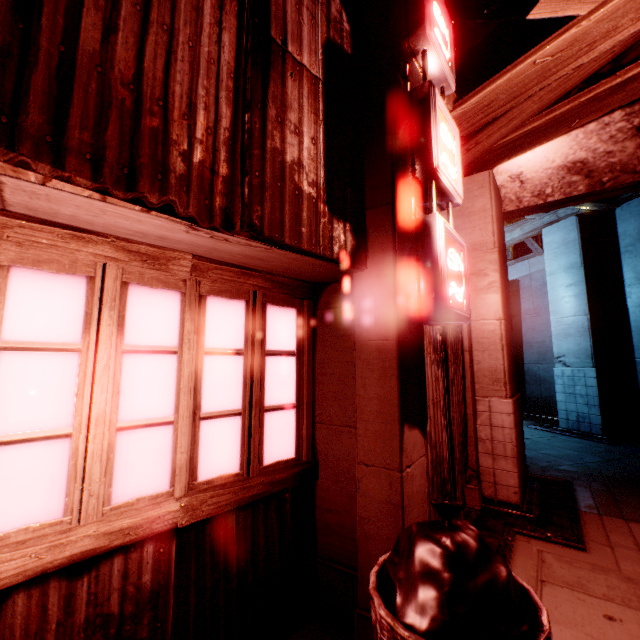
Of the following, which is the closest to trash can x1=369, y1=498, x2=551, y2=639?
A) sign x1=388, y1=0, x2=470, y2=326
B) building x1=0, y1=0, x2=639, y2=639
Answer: building x1=0, y1=0, x2=639, y2=639

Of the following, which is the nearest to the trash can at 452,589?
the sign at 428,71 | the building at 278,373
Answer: the building at 278,373

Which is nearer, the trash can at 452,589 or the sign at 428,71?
the trash can at 452,589

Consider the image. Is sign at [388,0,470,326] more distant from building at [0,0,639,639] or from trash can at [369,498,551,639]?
trash can at [369,498,551,639]

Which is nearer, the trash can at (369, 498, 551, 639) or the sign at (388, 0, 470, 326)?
the trash can at (369, 498, 551, 639)

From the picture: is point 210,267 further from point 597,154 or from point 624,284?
point 624,284
